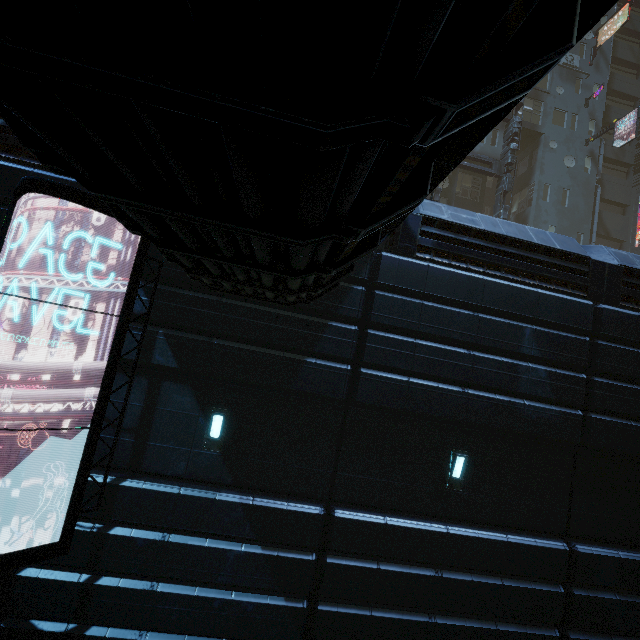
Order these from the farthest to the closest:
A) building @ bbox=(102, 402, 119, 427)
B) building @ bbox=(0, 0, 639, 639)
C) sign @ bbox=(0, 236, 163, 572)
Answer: building @ bbox=(102, 402, 119, 427)
sign @ bbox=(0, 236, 163, 572)
building @ bbox=(0, 0, 639, 639)

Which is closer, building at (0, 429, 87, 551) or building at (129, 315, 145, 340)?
building at (0, 429, 87, 551)

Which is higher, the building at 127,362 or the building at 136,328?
the building at 136,328

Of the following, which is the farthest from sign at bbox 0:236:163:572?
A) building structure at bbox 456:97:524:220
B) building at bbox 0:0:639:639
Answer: building structure at bbox 456:97:524:220

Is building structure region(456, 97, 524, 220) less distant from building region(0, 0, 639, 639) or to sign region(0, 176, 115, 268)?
building region(0, 0, 639, 639)

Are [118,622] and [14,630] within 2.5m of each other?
yes

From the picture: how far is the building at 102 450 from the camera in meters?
6.7 m
